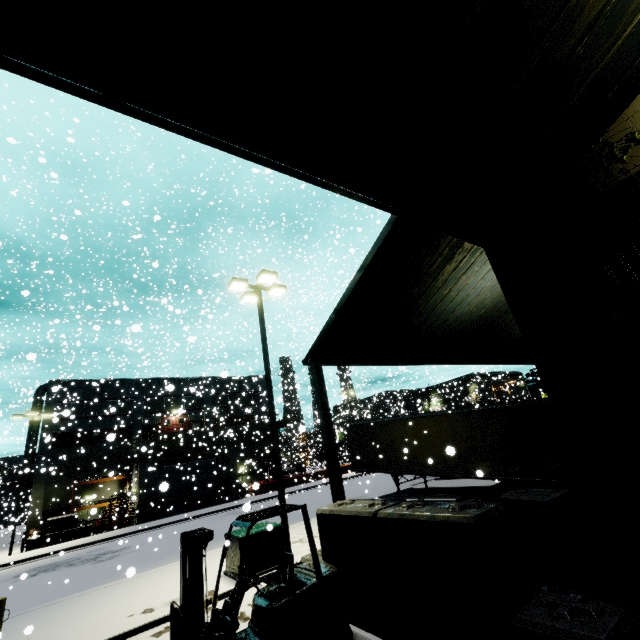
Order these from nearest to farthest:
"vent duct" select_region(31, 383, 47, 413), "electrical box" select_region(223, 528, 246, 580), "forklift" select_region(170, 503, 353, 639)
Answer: "forklift" select_region(170, 503, 353, 639) → "electrical box" select_region(223, 528, 246, 580) → "vent duct" select_region(31, 383, 47, 413)

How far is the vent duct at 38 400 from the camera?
36.59m

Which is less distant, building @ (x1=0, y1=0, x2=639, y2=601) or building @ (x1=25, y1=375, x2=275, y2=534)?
building @ (x1=0, y1=0, x2=639, y2=601)

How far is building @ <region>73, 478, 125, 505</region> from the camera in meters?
31.5 m

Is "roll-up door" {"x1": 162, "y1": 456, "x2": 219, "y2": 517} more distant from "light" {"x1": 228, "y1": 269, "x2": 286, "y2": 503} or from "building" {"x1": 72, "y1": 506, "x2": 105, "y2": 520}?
"light" {"x1": 228, "y1": 269, "x2": 286, "y2": 503}

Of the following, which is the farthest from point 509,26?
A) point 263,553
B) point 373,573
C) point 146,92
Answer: point 263,553

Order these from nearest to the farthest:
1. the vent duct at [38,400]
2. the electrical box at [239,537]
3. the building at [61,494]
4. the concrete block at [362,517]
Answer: the concrete block at [362,517] → the electrical box at [239,537] → the building at [61,494] → the vent duct at [38,400]
